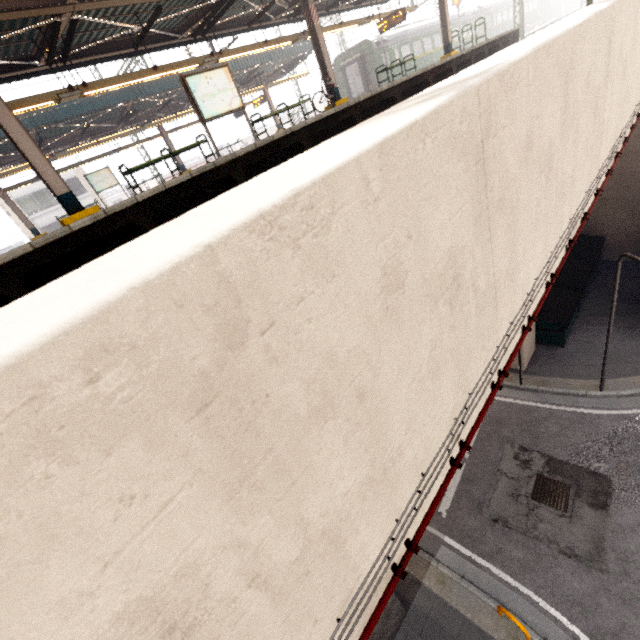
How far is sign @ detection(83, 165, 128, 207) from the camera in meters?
19.3

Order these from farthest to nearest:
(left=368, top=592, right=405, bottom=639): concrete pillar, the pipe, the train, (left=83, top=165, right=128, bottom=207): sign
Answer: the train
(left=83, top=165, right=128, bottom=207): sign
(left=368, top=592, right=405, bottom=639): concrete pillar
the pipe

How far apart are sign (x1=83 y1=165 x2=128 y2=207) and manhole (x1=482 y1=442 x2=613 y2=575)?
24.3m

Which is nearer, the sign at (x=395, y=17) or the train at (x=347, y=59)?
the sign at (x=395, y=17)

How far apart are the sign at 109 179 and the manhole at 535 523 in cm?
2429

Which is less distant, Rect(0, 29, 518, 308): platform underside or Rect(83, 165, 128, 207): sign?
Rect(0, 29, 518, 308): platform underside

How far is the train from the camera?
24.1m

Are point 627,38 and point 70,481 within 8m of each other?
no
